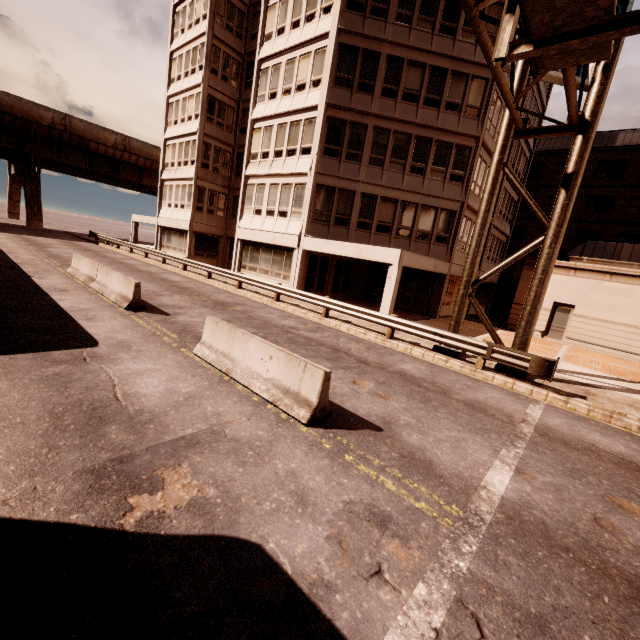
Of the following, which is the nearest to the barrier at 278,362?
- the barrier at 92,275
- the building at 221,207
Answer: the barrier at 92,275

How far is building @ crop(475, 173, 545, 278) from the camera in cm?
2591

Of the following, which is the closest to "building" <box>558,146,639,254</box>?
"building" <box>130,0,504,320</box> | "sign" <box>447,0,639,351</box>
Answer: "building" <box>130,0,504,320</box>

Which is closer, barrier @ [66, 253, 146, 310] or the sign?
the sign

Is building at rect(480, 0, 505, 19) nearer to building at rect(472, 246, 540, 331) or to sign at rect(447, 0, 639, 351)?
building at rect(472, 246, 540, 331)

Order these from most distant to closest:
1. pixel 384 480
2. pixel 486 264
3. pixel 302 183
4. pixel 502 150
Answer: pixel 486 264 → pixel 302 183 → pixel 502 150 → pixel 384 480

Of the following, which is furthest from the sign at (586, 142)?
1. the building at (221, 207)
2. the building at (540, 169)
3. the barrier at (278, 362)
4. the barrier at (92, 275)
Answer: the building at (540, 169)

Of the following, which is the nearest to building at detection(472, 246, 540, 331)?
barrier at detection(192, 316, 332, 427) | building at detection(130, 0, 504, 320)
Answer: building at detection(130, 0, 504, 320)
